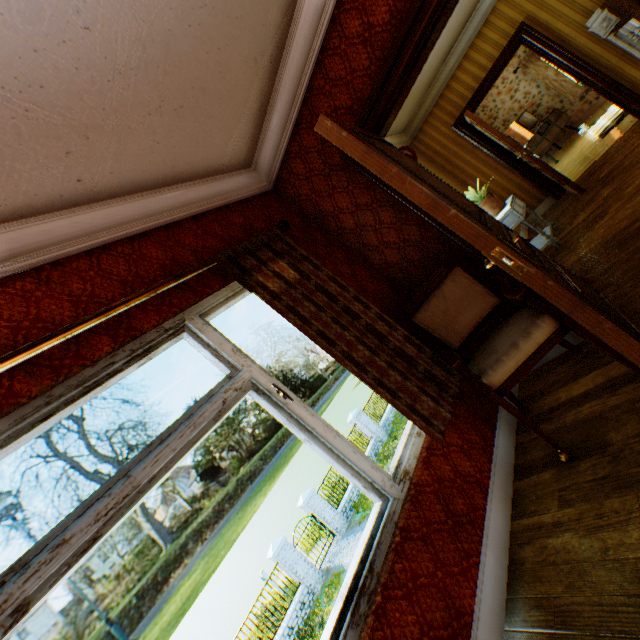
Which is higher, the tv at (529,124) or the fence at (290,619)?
the tv at (529,124)

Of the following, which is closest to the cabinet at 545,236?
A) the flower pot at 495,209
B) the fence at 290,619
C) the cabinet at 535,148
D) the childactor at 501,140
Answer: the flower pot at 495,209

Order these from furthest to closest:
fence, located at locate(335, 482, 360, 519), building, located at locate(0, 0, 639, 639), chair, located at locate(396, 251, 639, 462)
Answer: fence, located at locate(335, 482, 360, 519) → chair, located at locate(396, 251, 639, 462) → building, located at locate(0, 0, 639, 639)

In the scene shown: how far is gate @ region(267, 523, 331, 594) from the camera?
13.1m

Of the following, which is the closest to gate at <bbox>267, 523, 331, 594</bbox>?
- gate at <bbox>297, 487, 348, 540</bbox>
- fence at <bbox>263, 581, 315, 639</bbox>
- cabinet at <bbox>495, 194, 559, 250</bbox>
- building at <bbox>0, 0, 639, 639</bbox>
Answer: fence at <bbox>263, 581, 315, 639</bbox>

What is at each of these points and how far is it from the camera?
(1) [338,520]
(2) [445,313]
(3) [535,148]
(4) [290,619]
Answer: (1) gate, 15.0m
(2) chair, 2.6m
(3) cabinet, 8.7m
(4) fence, 12.2m

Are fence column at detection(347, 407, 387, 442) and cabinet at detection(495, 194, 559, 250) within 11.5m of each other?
no

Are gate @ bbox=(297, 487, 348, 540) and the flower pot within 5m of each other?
no
